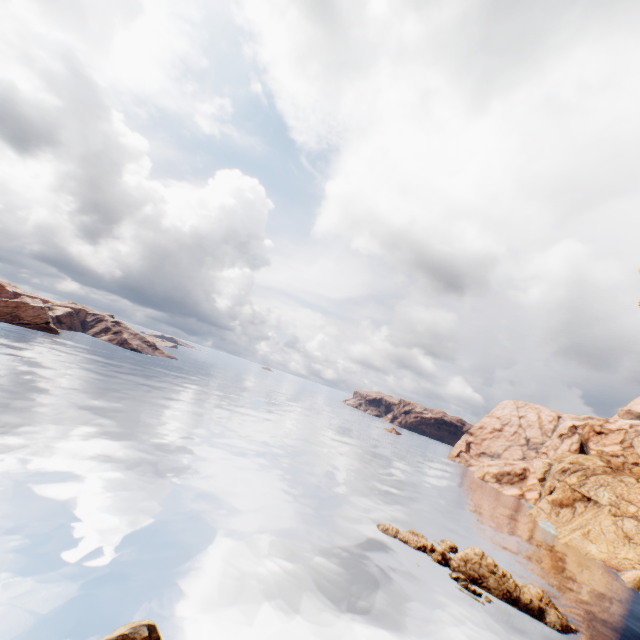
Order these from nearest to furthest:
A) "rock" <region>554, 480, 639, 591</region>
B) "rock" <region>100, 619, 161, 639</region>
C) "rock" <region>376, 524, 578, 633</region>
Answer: "rock" <region>100, 619, 161, 639</region> → "rock" <region>376, 524, 578, 633</region> → "rock" <region>554, 480, 639, 591</region>

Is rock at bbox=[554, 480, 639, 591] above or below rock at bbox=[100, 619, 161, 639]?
above

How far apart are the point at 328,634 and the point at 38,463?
25.7m

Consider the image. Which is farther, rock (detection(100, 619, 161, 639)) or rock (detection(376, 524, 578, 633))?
rock (detection(376, 524, 578, 633))

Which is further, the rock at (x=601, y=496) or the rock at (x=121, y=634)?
the rock at (x=601, y=496)

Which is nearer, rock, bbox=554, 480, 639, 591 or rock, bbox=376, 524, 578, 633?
rock, bbox=376, 524, 578, 633

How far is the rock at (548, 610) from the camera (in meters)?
27.41
